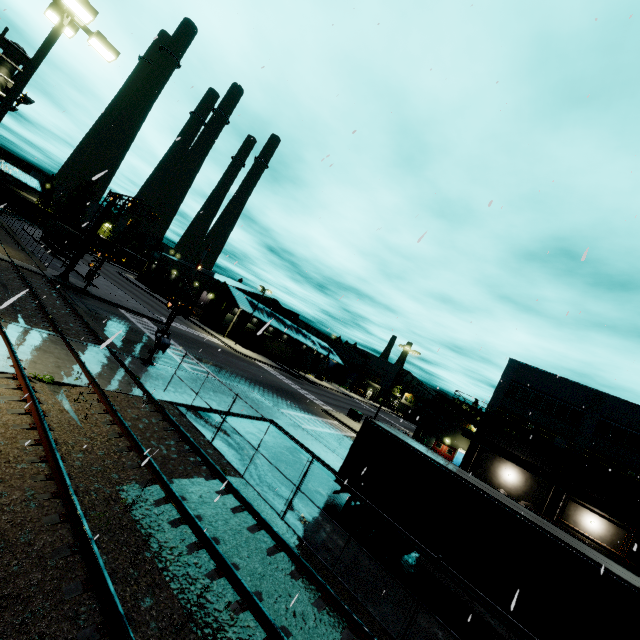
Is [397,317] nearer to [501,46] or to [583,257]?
[583,257]

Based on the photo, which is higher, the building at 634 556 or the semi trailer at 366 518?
the building at 634 556

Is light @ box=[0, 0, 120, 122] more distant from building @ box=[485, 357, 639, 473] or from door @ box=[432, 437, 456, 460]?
door @ box=[432, 437, 456, 460]

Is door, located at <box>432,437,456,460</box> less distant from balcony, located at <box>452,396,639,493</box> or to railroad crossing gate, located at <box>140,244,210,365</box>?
balcony, located at <box>452,396,639,493</box>

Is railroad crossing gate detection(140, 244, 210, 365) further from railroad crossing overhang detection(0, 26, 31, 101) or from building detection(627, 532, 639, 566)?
building detection(627, 532, 639, 566)

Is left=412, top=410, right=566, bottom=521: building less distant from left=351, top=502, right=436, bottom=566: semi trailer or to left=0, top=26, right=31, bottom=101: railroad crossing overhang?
left=351, top=502, right=436, bottom=566: semi trailer

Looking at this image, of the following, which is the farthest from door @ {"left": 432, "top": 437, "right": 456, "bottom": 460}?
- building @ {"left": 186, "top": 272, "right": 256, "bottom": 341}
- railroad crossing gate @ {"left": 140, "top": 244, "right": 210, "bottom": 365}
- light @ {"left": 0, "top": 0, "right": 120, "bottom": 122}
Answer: light @ {"left": 0, "top": 0, "right": 120, "bottom": 122}

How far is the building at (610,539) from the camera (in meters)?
28.02
